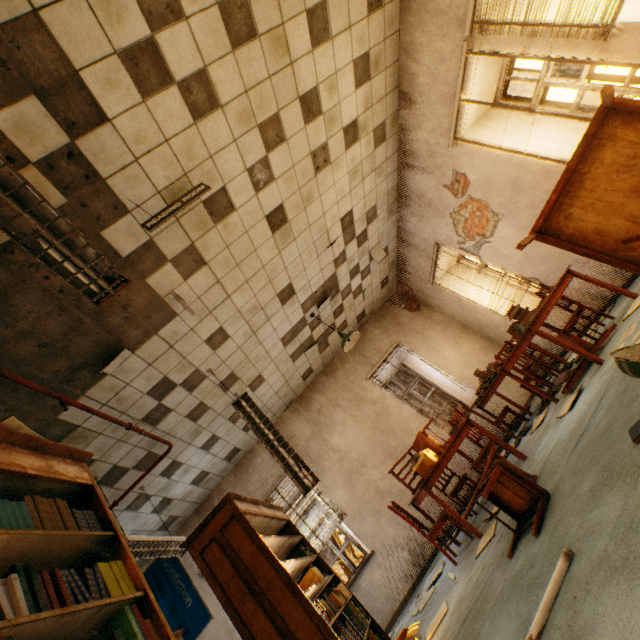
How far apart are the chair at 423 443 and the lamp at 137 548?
2.9 meters

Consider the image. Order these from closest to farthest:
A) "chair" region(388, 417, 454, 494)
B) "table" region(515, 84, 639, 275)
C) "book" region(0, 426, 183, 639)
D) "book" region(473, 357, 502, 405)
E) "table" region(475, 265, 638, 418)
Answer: "book" region(0, 426, 183, 639) → "table" region(515, 84, 639, 275) → "table" region(475, 265, 638, 418) → "chair" region(388, 417, 454, 494) → "book" region(473, 357, 502, 405)

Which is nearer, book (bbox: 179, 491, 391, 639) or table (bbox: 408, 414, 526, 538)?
book (bbox: 179, 491, 391, 639)

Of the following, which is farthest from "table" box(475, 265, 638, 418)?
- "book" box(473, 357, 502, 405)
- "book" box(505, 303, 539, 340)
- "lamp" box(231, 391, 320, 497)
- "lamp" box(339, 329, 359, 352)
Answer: "lamp" box(231, 391, 320, 497)

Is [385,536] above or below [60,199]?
below

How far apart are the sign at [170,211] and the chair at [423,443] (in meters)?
4.02

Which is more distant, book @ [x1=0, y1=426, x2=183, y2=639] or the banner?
the banner

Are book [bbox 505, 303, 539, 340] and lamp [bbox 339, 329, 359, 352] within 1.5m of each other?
no
